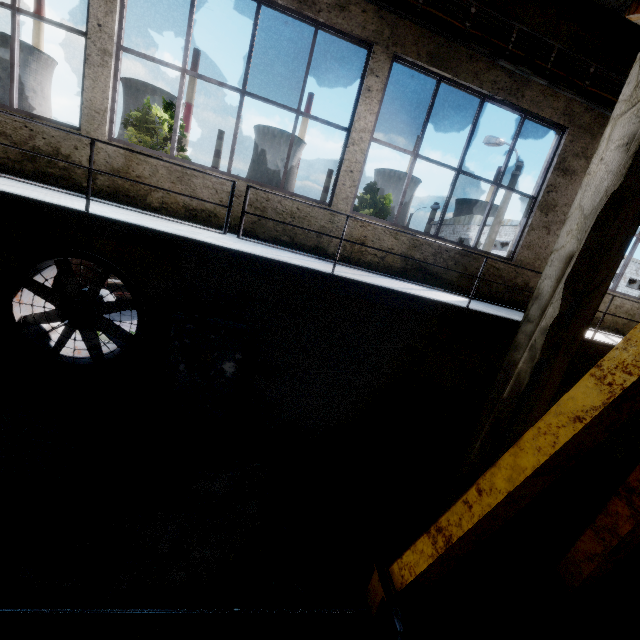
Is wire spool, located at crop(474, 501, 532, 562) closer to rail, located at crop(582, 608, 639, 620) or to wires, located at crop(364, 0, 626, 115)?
rail, located at crop(582, 608, 639, 620)

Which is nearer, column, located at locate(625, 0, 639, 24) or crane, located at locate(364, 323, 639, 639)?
crane, located at locate(364, 323, 639, 639)

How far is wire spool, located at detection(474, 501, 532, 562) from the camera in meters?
5.3

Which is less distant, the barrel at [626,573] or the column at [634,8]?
the column at [634,8]

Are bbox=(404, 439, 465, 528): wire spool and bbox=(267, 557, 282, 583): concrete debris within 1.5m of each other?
no

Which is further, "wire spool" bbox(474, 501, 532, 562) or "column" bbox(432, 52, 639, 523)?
"wire spool" bbox(474, 501, 532, 562)

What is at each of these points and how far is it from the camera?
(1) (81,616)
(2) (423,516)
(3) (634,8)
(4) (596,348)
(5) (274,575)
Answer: (1) rail, 3.3 meters
(2) wire spool, 5.8 meters
(3) column, 3.6 meters
(4) elevated walkway, 4.8 meters
(5) concrete debris, 4.3 meters

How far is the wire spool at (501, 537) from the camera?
5.3m
